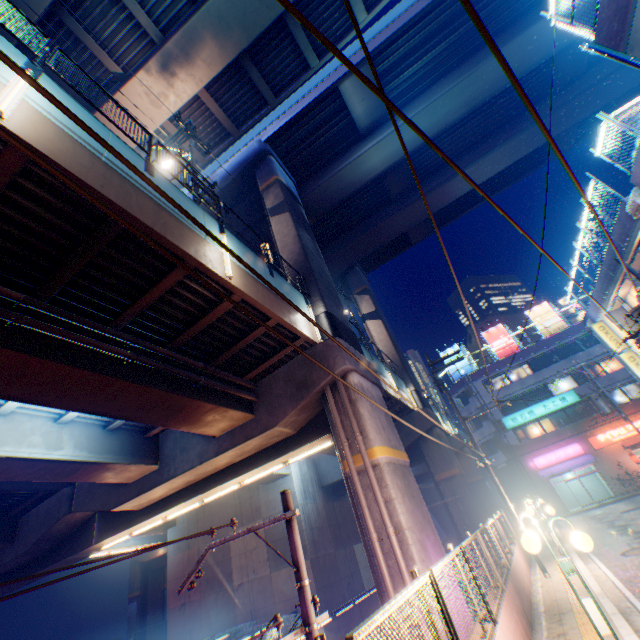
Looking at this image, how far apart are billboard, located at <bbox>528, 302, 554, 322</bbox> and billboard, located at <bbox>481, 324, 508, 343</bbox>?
3.0m

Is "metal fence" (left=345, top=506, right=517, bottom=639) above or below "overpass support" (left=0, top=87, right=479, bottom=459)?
below

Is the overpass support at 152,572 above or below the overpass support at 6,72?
below

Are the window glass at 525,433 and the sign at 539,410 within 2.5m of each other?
yes

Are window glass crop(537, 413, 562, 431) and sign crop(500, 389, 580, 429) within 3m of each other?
yes

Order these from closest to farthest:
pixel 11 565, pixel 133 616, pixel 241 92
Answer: pixel 11 565 < pixel 241 92 < pixel 133 616

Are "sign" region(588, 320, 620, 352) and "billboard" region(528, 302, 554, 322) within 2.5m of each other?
no

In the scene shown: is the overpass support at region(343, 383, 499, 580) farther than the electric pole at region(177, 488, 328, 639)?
Yes
